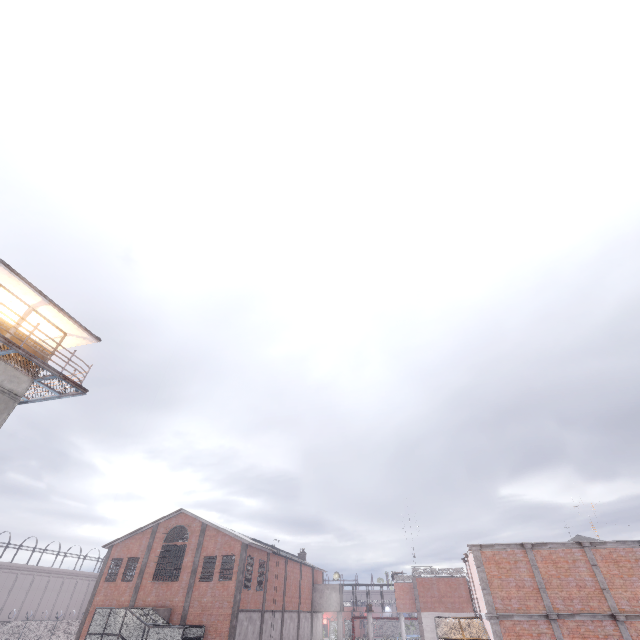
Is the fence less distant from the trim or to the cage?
the cage

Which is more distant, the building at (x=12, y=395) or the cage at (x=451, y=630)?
the cage at (x=451, y=630)

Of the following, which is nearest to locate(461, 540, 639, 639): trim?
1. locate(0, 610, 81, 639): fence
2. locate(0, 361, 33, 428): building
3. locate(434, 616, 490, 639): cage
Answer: locate(434, 616, 490, 639): cage

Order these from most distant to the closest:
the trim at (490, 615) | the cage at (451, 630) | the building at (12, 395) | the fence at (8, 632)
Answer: the fence at (8, 632) < the cage at (451, 630) < the trim at (490, 615) < the building at (12, 395)

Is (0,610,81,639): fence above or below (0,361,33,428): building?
below

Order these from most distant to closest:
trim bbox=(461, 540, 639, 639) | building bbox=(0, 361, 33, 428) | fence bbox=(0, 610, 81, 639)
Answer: fence bbox=(0, 610, 81, 639) → trim bbox=(461, 540, 639, 639) → building bbox=(0, 361, 33, 428)

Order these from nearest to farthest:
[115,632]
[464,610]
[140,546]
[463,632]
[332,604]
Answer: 1. [463,632]
2. [115,632]
3. [140,546]
4. [464,610]
5. [332,604]

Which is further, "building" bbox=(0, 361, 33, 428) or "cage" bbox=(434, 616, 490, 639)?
"cage" bbox=(434, 616, 490, 639)
